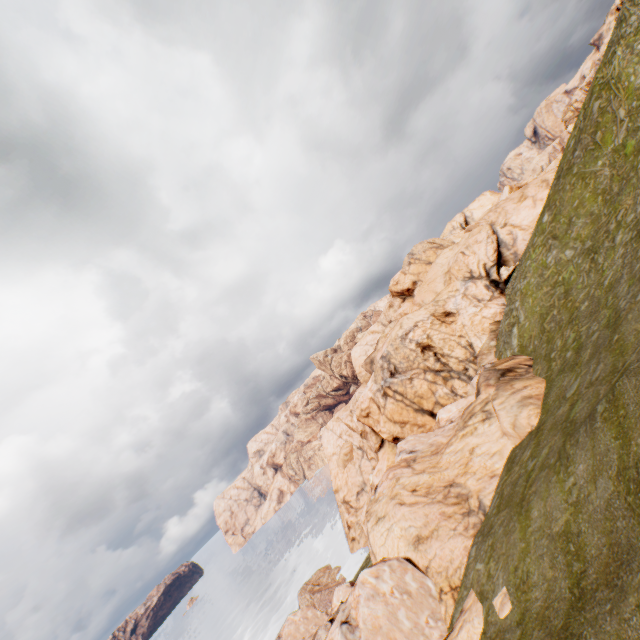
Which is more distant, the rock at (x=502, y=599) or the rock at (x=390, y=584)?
the rock at (x=390, y=584)

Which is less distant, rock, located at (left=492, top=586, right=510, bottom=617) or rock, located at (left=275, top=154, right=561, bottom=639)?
rock, located at (left=492, top=586, right=510, bottom=617)

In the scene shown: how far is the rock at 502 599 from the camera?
12.22m

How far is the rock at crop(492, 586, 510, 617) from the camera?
12.22m

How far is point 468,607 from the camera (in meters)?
14.57
